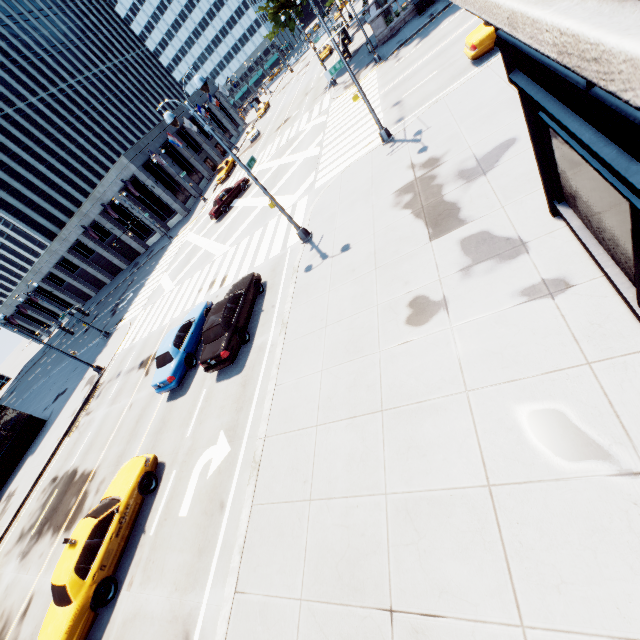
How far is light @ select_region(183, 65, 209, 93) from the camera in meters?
10.9 m

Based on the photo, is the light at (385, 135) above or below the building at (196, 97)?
below

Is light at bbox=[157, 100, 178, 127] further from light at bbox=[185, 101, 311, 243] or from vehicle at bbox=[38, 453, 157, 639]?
vehicle at bbox=[38, 453, 157, 639]

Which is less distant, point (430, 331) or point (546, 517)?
point (546, 517)

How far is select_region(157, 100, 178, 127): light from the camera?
11.7 meters

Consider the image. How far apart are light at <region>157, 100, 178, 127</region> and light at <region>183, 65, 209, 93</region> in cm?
143

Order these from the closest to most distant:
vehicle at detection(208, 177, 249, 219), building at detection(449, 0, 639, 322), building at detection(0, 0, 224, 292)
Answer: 1. building at detection(449, 0, 639, 322)
2. vehicle at detection(208, 177, 249, 219)
3. building at detection(0, 0, 224, 292)

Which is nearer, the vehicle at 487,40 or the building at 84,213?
the vehicle at 487,40
